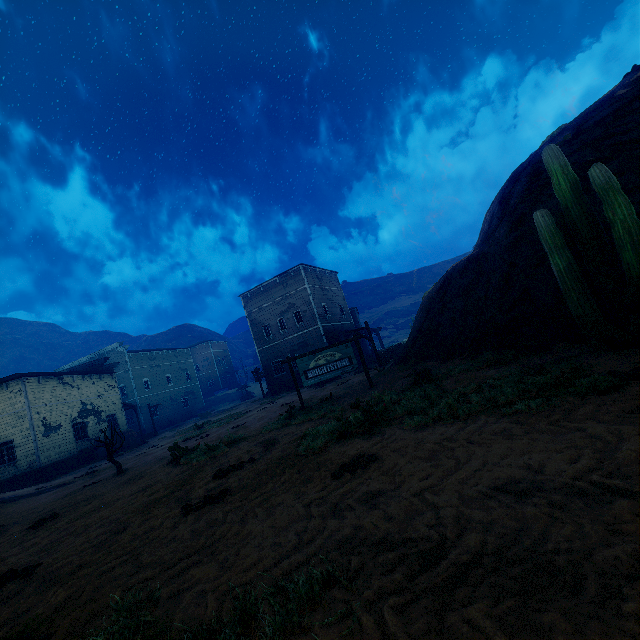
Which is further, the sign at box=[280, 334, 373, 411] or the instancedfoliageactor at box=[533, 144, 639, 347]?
the sign at box=[280, 334, 373, 411]

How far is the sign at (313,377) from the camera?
12.9m

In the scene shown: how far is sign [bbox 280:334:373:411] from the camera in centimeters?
1294cm

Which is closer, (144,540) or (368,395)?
(144,540)

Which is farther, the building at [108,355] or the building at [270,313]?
Result: the building at [270,313]

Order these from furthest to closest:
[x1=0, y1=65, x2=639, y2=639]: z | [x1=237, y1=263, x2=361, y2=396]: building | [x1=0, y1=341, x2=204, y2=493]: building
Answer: [x1=237, y1=263, x2=361, y2=396]: building, [x1=0, y1=341, x2=204, y2=493]: building, [x1=0, y1=65, x2=639, y2=639]: z

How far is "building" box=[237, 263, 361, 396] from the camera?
30.34m

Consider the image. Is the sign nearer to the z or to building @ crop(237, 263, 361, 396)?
the z
